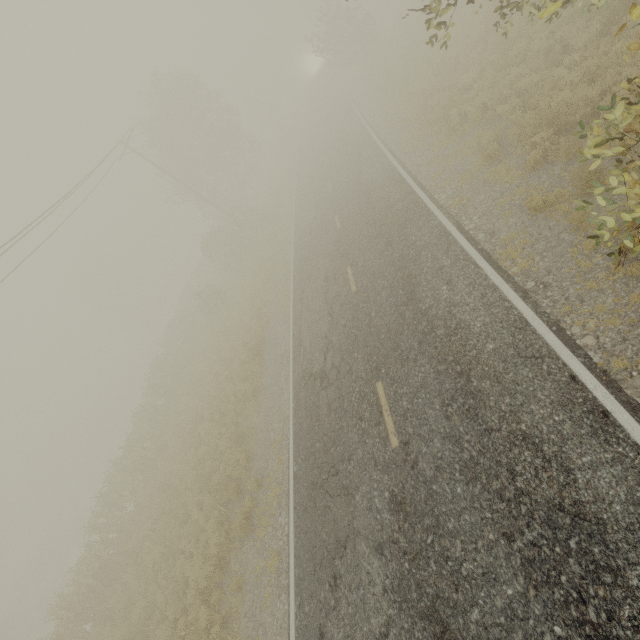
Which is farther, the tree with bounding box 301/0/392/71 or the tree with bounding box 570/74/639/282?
the tree with bounding box 301/0/392/71

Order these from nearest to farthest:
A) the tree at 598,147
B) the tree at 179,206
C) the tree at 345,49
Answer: the tree at 598,147 < the tree at 179,206 < the tree at 345,49

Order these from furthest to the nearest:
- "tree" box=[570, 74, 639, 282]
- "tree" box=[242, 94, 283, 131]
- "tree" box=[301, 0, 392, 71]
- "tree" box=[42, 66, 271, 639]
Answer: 1. "tree" box=[242, 94, 283, 131]
2. "tree" box=[301, 0, 392, 71]
3. "tree" box=[42, 66, 271, 639]
4. "tree" box=[570, 74, 639, 282]

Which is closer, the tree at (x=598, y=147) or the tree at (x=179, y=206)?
the tree at (x=598, y=147)

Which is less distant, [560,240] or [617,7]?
[560,240]
